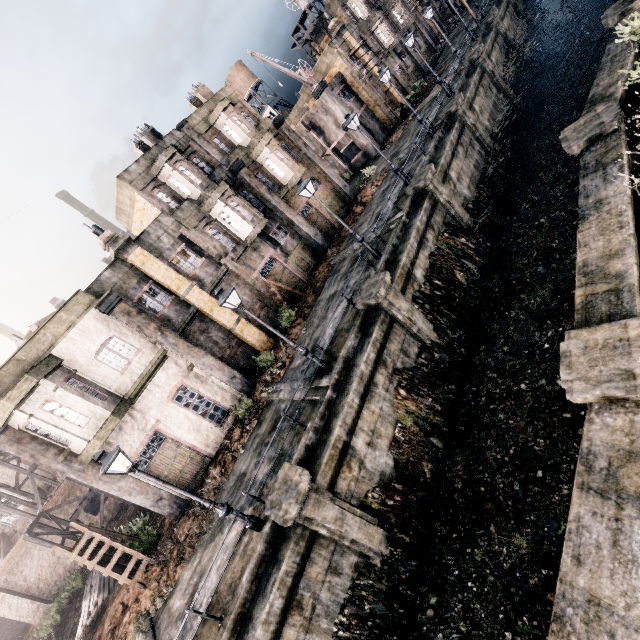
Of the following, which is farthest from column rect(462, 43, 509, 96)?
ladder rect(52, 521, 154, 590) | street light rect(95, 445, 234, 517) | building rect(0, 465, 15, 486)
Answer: building rect(0, 465, 15, 486)

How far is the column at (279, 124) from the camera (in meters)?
27.11

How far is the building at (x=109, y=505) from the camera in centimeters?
2445cm

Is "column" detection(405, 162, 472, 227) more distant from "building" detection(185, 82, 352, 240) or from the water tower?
the water tower

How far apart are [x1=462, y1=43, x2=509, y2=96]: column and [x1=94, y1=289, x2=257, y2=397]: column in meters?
31.4 m

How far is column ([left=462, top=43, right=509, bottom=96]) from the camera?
26.86m

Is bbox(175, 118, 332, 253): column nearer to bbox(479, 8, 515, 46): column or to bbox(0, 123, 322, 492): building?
bbox(0, 123, 322, 492): building

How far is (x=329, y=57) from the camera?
34.8 meters
